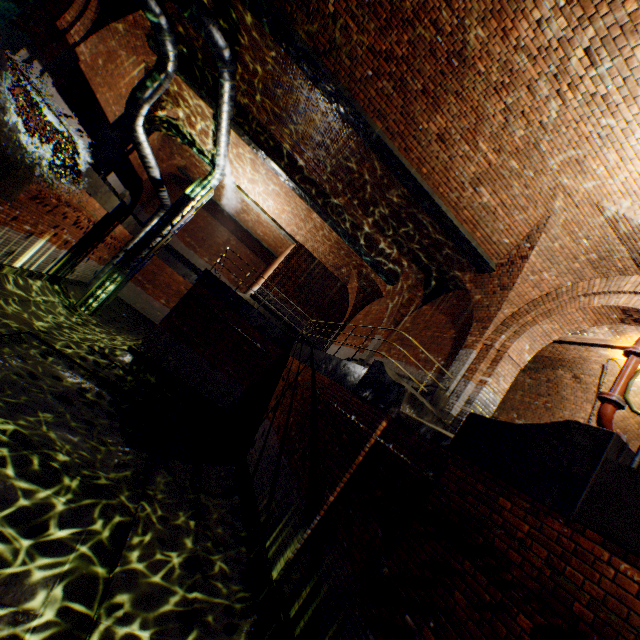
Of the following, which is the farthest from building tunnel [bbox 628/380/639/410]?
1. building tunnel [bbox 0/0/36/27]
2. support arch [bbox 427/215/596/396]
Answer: building tunnel [bbox 0/0/36/27]

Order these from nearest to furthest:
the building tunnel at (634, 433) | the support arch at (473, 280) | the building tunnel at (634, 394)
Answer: the support arch at (473, 280)
the building tunnel at (634, 394)
the building tunnel at (634, 433)

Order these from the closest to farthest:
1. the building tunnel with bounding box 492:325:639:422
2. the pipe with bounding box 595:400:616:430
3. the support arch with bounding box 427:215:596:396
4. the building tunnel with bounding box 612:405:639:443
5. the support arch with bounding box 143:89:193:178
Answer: the pipe with bounding box 595:400:616:430
the support arch with bounding box 427:215:596:396
the building tunnel with bounding box 492:325:639:422
the building tunnel with bounding box 612:405:639:443
the support arch with bounding box 143:89:193:178

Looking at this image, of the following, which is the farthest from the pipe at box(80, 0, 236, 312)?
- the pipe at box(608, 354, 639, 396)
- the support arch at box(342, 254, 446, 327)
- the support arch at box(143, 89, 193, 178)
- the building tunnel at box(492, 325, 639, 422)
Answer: the pipe at box(608, 354, 639, 396)

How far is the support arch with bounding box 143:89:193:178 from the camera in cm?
1383

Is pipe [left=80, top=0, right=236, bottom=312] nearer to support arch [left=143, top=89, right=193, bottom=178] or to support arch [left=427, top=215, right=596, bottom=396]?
support arch [left=427, top=215, right=596, bottom=396]

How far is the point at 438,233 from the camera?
9.41m

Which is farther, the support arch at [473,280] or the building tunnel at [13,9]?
the building tunnel at [13,9]
